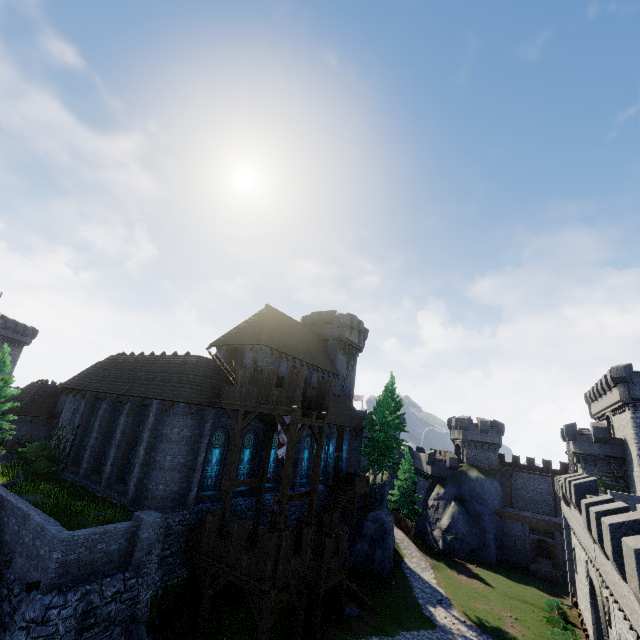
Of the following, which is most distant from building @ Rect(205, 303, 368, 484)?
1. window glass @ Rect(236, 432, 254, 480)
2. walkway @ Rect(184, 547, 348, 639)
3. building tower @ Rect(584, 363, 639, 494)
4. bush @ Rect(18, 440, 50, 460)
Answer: building tower @ Rect(584, 363, 639, 494)

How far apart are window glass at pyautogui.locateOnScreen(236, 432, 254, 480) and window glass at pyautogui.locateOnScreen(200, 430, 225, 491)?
1.5m

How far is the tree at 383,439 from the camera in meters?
35.9

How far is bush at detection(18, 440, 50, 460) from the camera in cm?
2642

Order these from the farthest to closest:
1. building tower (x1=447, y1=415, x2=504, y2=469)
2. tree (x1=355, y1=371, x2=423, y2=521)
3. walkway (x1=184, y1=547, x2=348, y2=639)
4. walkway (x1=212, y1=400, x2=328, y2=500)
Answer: building tower (x1=447, y1=415, x2=504, y2=469) < tree (x1=355, y1=371, x2=423, y2=521) < walkway (x1=212, y1=400, x2=328, y2=500) < walkway (x1=184, y1=547, x2=348, y2=639)

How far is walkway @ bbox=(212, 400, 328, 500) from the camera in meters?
16.5

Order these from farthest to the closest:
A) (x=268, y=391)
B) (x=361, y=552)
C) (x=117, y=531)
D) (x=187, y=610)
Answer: (x=361, y=552) < (x=268, y=391) < (x=187, y=610) < (x=117, y=531)

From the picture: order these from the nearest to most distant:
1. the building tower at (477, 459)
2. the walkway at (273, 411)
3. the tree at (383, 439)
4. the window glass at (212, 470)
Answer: the walkway at (273, 411) → the window glass at (212, 470) → the tree at (383, 439) → the building tower at (477, 459)
